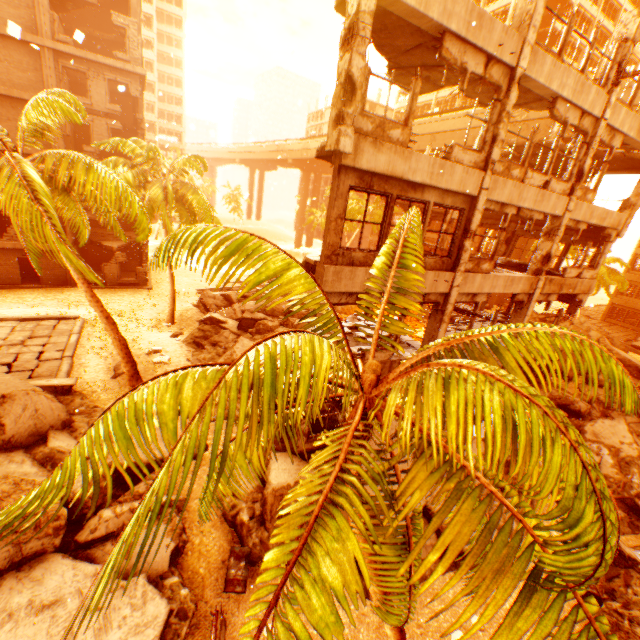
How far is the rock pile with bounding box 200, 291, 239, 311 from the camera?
23.3m

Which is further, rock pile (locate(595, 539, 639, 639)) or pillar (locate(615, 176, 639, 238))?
pillar (locate(615, 176, 639, 238))

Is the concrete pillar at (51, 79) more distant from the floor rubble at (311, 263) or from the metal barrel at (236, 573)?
the metal barrel at (236, 573)

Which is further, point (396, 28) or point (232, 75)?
point (232, 75)

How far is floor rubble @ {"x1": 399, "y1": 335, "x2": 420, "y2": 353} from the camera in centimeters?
1151cm

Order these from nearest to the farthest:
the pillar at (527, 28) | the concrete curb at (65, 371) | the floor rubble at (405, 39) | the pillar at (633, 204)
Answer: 1. the floor rubble at (405, 39)
2. the pillar at (527, 28)
3. the concrete curb at (65, 371)
4. the pillar at (633, 204)

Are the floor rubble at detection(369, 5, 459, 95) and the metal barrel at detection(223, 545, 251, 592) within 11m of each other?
no

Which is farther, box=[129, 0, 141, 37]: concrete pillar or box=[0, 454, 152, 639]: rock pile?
box=[129, 0, 141, 37]: concrete pillar
